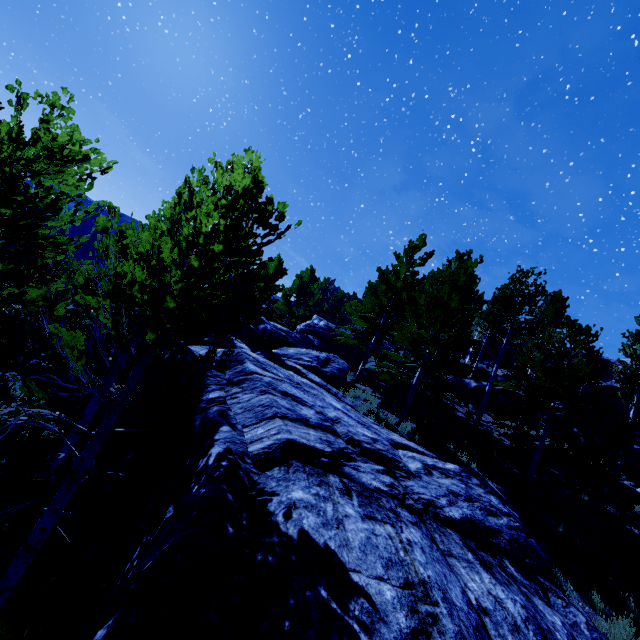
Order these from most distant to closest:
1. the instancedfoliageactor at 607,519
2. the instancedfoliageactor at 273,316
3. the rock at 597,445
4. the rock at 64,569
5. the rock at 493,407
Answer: the rock at 493,407, the rock at 597,445, the instancedfoliageactor at 607,519, the rock at 64,569, the instancedfoliageactor at 273,316

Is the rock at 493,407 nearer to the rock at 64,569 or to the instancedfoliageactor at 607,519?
the instancedfoliageactor at 607,519

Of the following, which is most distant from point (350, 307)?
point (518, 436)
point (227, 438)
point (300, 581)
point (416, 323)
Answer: point (300, 581)

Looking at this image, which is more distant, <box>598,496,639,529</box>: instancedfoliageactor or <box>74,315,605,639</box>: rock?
<box>598,496,639,529</box>: instancedfoliageactor

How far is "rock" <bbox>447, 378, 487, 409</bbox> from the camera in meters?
20.9

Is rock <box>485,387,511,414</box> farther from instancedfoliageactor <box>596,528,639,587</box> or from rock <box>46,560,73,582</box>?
rock <box>46,560,73,582</box>
